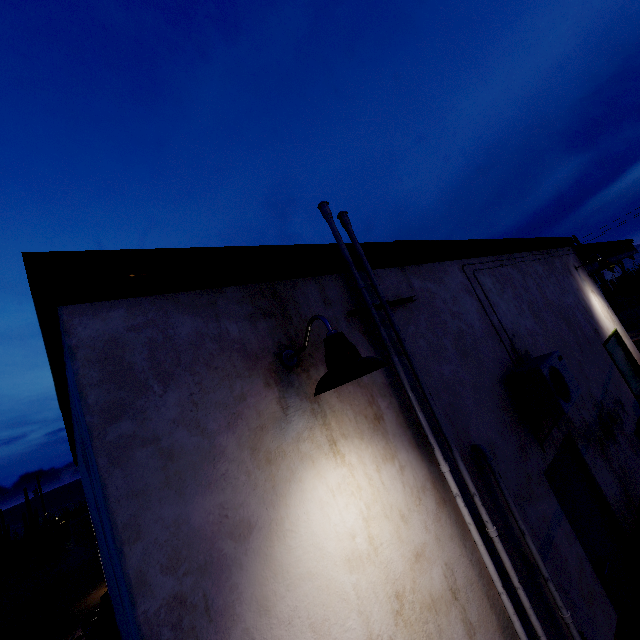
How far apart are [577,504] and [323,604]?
3.60m

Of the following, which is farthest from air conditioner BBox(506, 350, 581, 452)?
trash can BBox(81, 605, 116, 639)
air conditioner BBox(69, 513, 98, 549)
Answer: trash can BBox(81, 605, 116, 639)

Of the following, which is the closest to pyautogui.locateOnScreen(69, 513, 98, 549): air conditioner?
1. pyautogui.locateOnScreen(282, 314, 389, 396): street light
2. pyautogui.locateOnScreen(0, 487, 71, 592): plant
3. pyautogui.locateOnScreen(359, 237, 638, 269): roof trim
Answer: pyautogui.locateOnScreen(359, 237, 638, 269): roof trim

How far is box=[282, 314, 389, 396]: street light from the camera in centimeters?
161cm

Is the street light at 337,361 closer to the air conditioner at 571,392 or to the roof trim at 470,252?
the roof trim at 470,252

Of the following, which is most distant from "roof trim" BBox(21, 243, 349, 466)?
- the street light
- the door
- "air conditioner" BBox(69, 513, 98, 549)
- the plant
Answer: the plant

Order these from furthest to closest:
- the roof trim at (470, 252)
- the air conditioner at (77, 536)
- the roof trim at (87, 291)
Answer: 1. the air conditioner at (77, 536)
2. the roof trim at (470, 252)
3. the roof trim at (87, 291)

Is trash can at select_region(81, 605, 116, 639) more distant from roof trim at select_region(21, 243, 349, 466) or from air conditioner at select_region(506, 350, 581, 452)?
air conditioner at select_region(506, 350, 581, 452)
